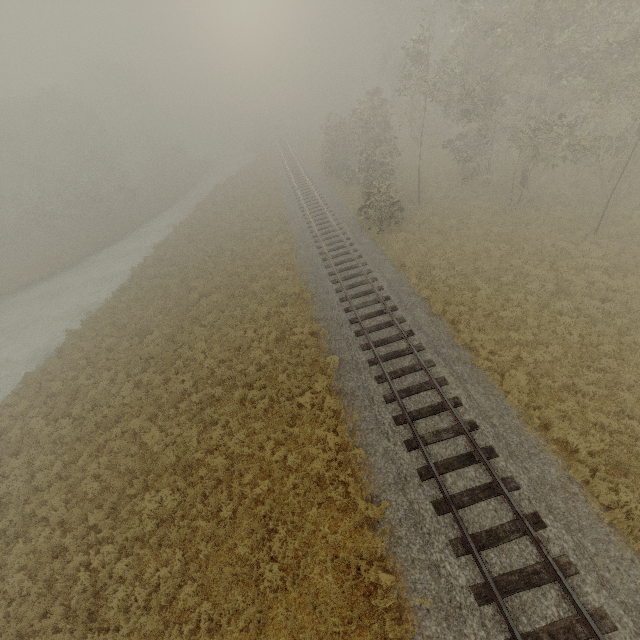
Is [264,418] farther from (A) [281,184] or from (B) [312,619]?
(A) [281,184]
